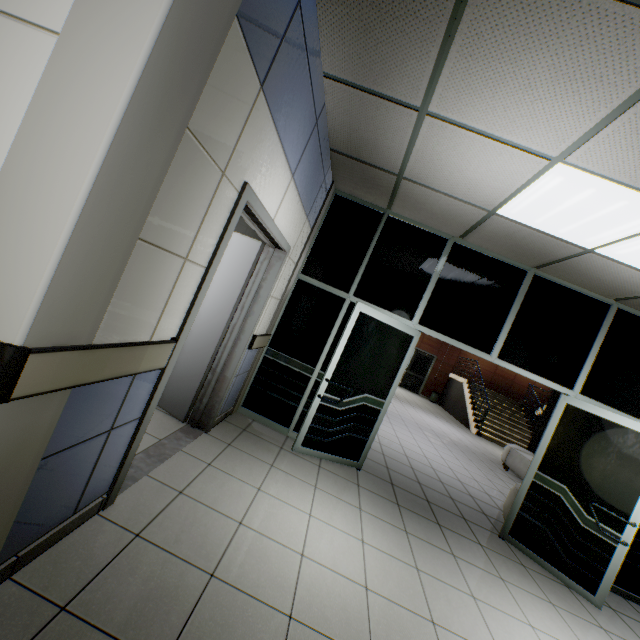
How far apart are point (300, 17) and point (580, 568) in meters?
5.6 m

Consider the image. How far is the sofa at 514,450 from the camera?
7.32m

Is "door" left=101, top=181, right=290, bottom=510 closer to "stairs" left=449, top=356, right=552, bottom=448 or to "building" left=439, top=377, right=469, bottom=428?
"stairs" left=449, top=356, right=552, bottom=448

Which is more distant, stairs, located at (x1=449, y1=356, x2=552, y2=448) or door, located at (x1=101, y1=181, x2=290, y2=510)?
stairs, located at (x1=449, y1=356, x2=552, y2=448)

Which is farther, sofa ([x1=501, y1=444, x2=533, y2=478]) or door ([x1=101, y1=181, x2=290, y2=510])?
sofa ([x1=501, y1=444, x2=533, y2=478])

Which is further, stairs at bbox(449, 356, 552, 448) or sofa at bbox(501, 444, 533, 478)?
stairs at bbox(449, 356, 552, 448)

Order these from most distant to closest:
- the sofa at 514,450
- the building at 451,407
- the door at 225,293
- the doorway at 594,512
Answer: the building at 451,407
the sofa at 514,450
the doorway at 594,512
the door at 225,293

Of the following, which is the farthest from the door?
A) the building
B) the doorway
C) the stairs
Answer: the building
